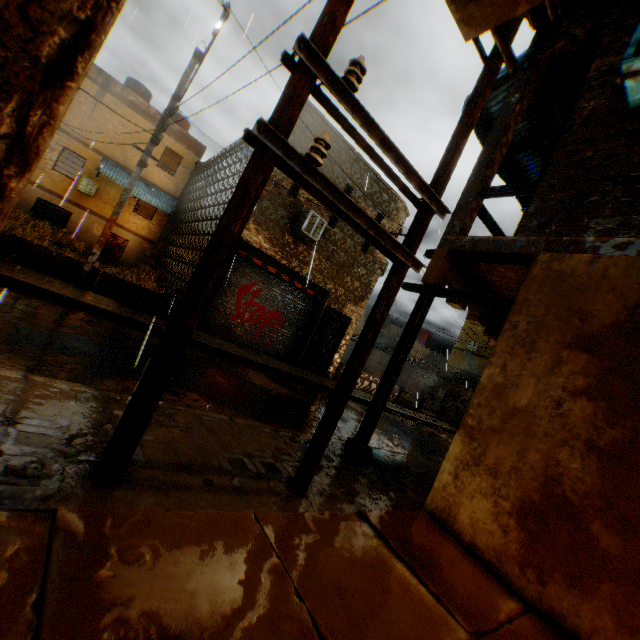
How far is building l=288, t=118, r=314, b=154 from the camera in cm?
1088

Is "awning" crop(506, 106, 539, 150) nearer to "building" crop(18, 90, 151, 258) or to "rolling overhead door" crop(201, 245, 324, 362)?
"building" crop(18, 90, 151, 258)

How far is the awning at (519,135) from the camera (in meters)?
7.31

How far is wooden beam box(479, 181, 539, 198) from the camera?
4.9 meters

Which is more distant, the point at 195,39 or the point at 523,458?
the point at 195,39

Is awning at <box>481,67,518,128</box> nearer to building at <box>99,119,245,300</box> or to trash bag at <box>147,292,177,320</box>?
building at <box>99,119,245,300</box>

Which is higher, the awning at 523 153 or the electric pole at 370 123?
the awning at 523 153

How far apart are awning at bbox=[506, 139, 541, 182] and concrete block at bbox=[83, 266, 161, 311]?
2.6 meters
